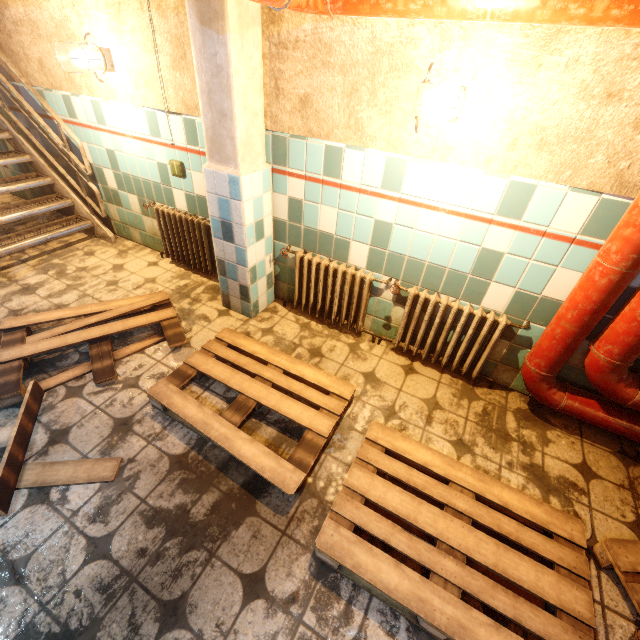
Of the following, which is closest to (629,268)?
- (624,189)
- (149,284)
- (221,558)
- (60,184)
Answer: (624,189)

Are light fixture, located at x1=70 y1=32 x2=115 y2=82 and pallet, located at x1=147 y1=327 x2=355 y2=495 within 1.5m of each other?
no

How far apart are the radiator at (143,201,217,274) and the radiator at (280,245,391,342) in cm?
76

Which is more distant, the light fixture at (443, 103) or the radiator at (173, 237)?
the radiator at (173, 237)

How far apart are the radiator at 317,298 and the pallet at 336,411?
0.61m

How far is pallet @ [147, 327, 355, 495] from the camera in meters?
1.8

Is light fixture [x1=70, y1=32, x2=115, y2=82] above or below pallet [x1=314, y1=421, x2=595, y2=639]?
above

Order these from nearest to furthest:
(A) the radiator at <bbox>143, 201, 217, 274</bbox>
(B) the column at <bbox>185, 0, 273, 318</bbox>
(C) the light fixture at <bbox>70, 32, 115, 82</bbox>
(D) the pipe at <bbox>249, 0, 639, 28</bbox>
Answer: (D) the pipe at <bbox>249, 0, 639, 28</bbox>, (B) the column at <bbox>185, 0, 273, 318</bbox>, (C) the light fixture at <bbox>70, 32, 115, 82</bbox>, (A) the radiator at <bbox>143, 201, 217, 274</bbox>
